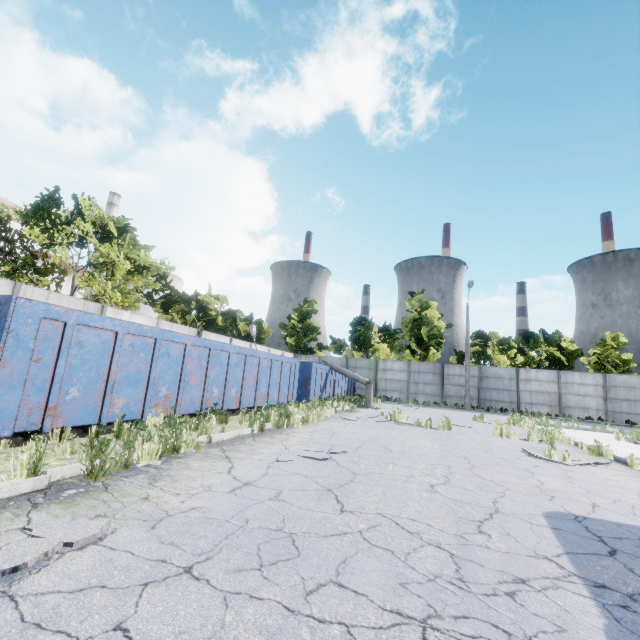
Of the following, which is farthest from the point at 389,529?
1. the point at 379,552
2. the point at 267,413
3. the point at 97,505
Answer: the point at 267,413

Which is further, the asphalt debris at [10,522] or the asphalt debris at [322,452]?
the asphalt debris at [322,452]

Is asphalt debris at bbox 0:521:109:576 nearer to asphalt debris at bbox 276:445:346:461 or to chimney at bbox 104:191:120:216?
asphalt debris at bbox 276:445:346:461

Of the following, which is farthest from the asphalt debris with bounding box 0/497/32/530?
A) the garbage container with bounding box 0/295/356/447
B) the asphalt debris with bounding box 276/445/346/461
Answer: the asphalt debris with bounding box 276/445/346/461

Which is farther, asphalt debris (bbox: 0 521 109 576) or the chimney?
the chimney

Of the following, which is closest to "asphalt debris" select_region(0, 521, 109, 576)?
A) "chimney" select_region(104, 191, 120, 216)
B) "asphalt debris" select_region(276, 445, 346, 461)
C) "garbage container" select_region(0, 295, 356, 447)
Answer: "garbage container" select_region(0, 295, 356, 447)

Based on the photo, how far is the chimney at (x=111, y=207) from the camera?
45.9m
